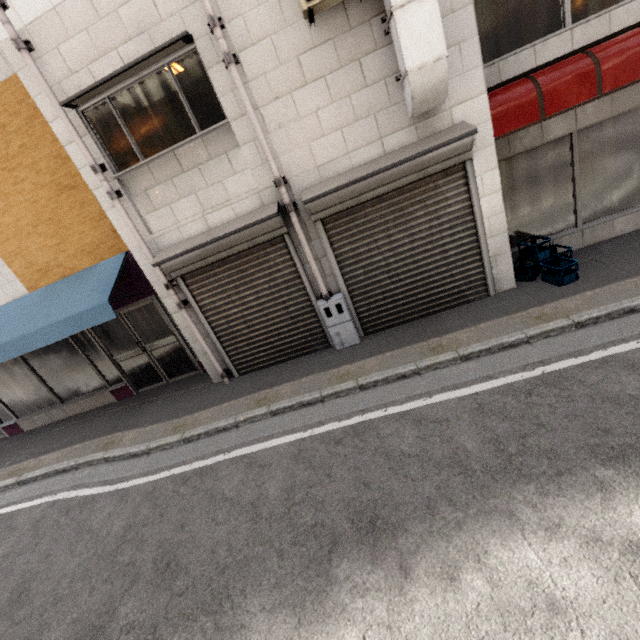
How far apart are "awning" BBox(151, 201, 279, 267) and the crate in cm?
413

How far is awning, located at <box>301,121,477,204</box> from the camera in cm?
432

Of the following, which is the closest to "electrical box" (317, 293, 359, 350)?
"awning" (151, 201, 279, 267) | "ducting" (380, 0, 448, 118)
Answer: "awning" (151, 201, 279, 267)

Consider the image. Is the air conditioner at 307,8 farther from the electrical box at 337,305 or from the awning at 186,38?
the electrical box at 337,305

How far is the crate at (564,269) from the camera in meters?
5.0

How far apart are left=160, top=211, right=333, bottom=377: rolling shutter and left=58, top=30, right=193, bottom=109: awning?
2.4m

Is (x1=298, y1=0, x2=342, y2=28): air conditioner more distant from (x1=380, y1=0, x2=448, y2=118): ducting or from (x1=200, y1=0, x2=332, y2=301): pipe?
(x1=200, y1=0, x2=332, y2=301): pipe

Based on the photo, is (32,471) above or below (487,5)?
below
